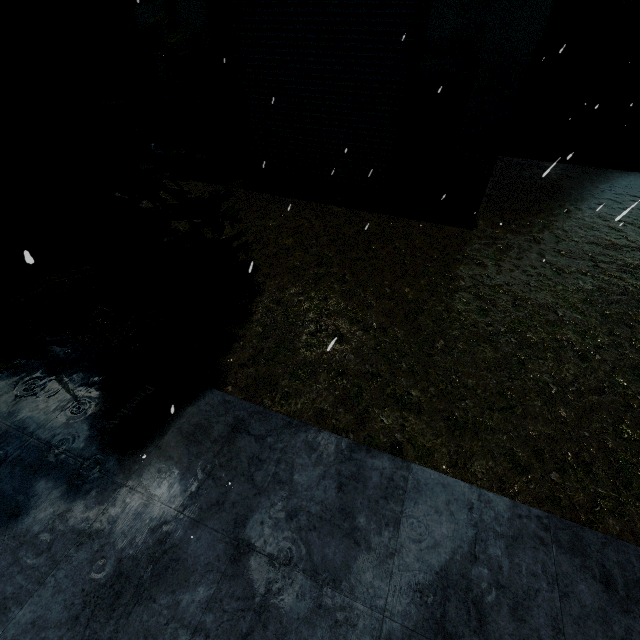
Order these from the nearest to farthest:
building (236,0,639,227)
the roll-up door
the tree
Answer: the tree, building (236,0,639,227), the roll-up door

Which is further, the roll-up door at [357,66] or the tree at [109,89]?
the roll-up door at [357,66]

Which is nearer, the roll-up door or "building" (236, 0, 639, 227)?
"building" (236, 0, 639, 227)

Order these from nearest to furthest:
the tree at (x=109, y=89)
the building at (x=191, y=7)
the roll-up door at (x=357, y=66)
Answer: the tree at (x=109, y=89)
the roll-up door at (x=357, y=66)
the building at (x=191, y=7)

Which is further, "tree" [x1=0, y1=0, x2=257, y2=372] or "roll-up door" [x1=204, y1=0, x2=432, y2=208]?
"roll-up door" [x1=204, y1=0, x2=432, y2=208]

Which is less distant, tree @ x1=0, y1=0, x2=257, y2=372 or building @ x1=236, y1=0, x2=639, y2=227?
tree @ x1=0, y1=0, x2=257, y2=372

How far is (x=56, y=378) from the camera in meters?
3.9 m
